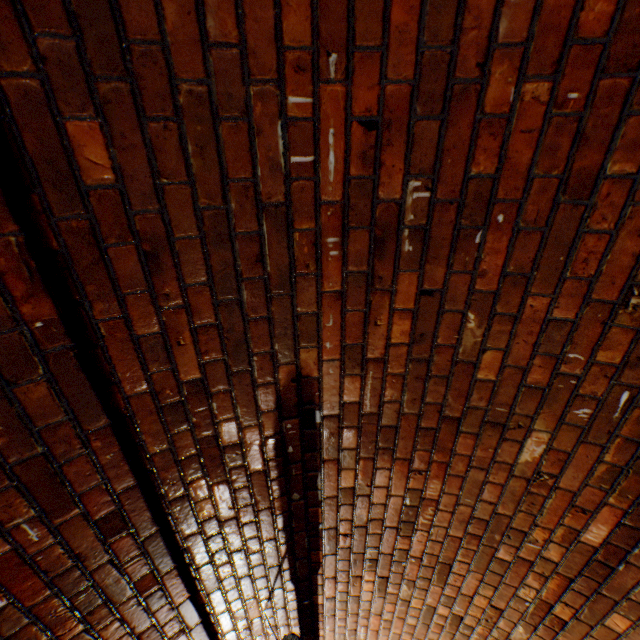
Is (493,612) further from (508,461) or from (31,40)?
(31,40)
